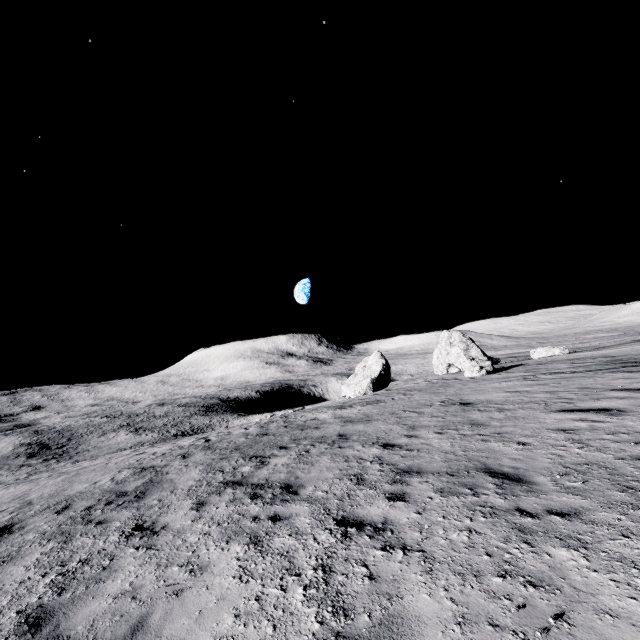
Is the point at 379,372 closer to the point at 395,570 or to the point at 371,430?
the point at 371,430

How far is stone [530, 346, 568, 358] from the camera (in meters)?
33.09

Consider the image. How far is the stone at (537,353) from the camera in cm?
3309

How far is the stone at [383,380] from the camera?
40.84m

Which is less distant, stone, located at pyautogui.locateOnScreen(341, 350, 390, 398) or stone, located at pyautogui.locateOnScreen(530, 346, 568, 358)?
stone, located at pyautogui.locateOnScreen(530, 346, 568, 358)

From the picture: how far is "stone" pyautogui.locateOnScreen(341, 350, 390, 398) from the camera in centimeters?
4084cm
